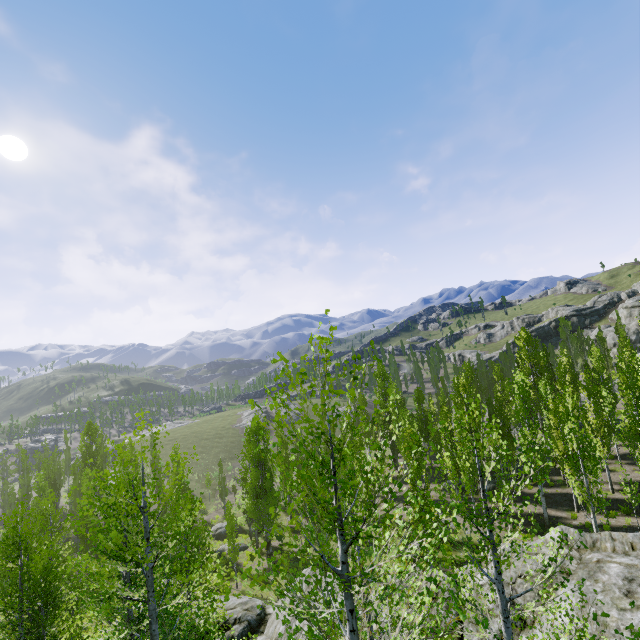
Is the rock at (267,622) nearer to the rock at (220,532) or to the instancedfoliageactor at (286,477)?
the instancedfoliageactor at (286,477)

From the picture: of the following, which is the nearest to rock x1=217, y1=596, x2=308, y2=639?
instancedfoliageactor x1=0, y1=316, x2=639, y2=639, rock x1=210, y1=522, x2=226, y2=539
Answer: instancedfoliageactor x1=0, y1=316, x2=639, y2=639

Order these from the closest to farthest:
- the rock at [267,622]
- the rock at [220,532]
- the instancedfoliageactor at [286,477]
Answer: the instancedfoliageactor at [286,477]
the rock at [267,622]
the rock at [220,532]

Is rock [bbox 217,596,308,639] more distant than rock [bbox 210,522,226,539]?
No

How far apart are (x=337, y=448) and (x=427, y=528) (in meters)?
1.20

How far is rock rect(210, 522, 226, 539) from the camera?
39.7 meters

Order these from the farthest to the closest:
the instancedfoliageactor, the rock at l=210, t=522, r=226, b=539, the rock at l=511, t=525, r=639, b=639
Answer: the rock at l=210, t=522, r=226, b=539
the rock at l=511, t=525, r=639, b=639
the instancedfoliageactor
